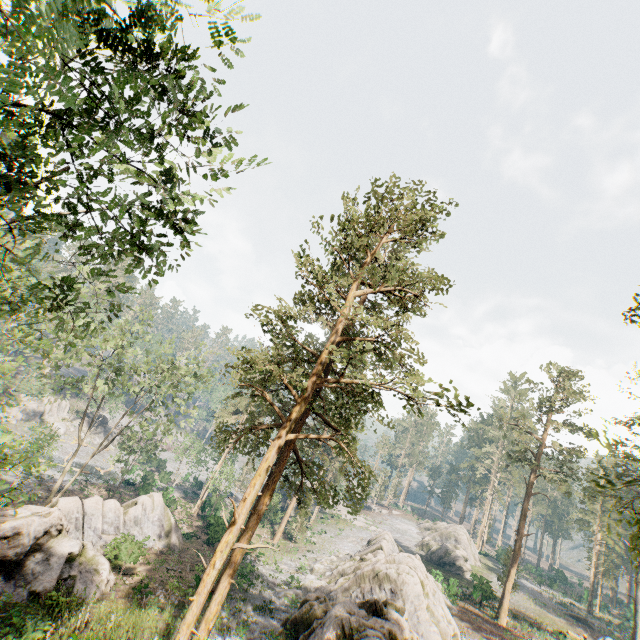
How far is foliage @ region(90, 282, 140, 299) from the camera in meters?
8.3 m

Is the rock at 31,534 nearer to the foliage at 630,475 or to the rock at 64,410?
the foliage at 630,475

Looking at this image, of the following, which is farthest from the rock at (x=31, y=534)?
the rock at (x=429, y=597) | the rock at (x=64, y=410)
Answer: the rock at (x=64, y=410)

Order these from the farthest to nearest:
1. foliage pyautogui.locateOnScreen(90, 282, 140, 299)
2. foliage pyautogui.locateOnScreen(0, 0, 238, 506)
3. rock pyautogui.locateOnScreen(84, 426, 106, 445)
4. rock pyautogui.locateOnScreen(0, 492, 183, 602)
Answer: rock pyautogui.locateOnScreen(84, 426, 106, 445), rock pyautogui.locateOnScreen(0, 492, 183, 602), foliage pyautogui.locateOnScreen(90, 282, 140, 299), foliage pyautogui.locateOnScreen(0, 0, 238, 506)

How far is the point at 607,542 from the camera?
50.5 meters

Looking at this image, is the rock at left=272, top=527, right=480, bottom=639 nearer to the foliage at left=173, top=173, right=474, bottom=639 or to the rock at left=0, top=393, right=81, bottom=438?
the foliage at left=173, top=173, right=474, bottom=639

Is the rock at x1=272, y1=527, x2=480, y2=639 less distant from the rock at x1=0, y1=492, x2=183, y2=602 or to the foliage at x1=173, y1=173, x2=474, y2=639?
the foliage at x1=173, y1=173, x2=474, y2=639

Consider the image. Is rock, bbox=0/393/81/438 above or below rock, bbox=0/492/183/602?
below
